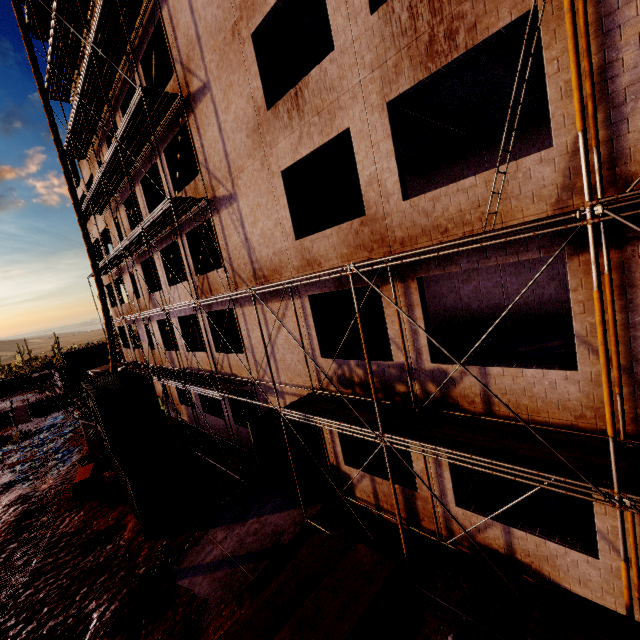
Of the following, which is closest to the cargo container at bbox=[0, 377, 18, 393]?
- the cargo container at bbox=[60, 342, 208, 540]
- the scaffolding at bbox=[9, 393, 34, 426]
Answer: the scaffolding at bbox=[9, 393, 34, 426]

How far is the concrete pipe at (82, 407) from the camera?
24.12m

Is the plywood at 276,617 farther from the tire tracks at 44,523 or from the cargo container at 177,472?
the cargo container at 177,472

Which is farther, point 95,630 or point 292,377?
point 292,377

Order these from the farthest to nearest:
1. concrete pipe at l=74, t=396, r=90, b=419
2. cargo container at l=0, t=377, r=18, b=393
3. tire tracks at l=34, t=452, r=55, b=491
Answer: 1. cargo container at l=0, t=377, r=18, b=393
2. concrete pipe at l=74, t=396, r=90, b=419
3. tire tracks at l=34, t=452, r=55, b=491

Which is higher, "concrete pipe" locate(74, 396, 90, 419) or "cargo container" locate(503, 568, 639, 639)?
"cargo container" locate(503, 568, 639, 639)

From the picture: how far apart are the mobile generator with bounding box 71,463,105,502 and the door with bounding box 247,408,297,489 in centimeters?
861cm

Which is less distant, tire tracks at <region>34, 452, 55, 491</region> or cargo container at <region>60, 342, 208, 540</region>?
cargo container at <region>60, 342, 208, 540</region>
